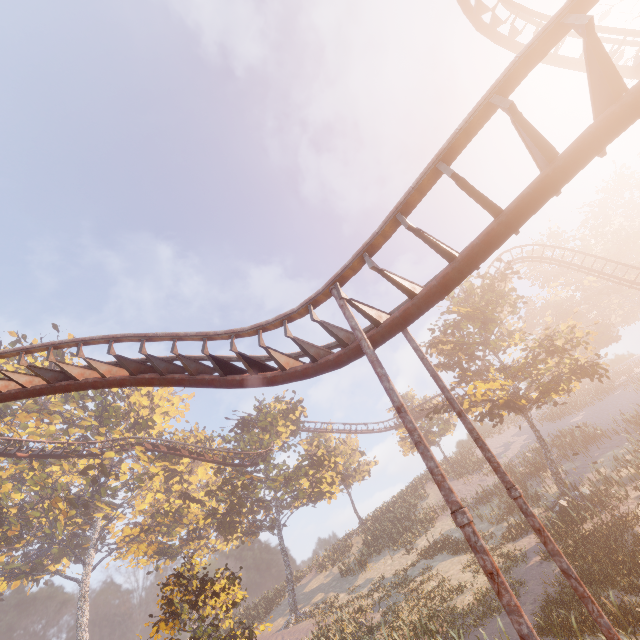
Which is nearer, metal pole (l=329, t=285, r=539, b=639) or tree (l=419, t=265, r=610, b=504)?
metal pole (l=329, t=285, r=539, b=639)

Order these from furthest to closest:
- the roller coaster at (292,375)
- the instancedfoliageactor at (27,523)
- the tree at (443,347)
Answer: the tree at (443,347) < the instancedfoliageactor at (27,523) < the roller coaster at (292,375)

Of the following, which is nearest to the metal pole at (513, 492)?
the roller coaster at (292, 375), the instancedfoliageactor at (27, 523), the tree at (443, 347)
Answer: the roller coaster at (292, 375)

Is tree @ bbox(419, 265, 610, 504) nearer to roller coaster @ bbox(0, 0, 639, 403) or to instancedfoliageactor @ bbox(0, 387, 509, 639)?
roller coaster @ bbox(0, 0, 639, 403)

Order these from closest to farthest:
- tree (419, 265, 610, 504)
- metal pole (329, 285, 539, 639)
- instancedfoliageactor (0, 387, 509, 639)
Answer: metal pole (329, 285, 539, 639)
instancedfoliageactor (0, 387, 509, 639)
tree (419, 265, 610, 504)

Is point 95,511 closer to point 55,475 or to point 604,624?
point 55,475

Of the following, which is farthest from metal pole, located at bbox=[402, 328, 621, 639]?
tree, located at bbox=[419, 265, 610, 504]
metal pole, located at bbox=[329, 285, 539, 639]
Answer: tree, located at bbox=[419, 265, 610, 504]

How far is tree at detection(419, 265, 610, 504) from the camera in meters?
19.6 m
